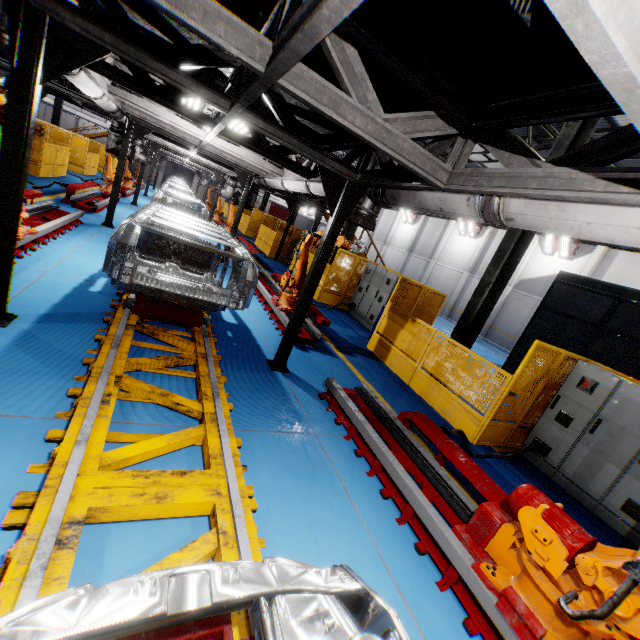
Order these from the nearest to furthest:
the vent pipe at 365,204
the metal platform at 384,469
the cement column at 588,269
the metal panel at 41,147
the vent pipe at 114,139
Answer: the metal platform at 384,469
the vent pipe at 365,204
the vent pipe at 114,139
the metal panel at 41,147
the cement column at 588,269

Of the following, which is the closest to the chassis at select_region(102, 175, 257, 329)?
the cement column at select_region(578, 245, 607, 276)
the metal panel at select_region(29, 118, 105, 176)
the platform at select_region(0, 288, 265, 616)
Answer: the platform at select_region(0, 288, 265, 616)

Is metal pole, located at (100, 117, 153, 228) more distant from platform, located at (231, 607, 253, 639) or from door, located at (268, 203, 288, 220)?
door, located at (268, 203, 288, 220)

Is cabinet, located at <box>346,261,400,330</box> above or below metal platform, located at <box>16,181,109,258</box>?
above

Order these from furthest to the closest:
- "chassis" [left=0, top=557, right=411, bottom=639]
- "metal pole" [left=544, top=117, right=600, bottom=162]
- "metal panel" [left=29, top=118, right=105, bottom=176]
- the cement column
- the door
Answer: the door → the cement column → "metal panel" [left=29, top=118, right=105, bottom=176] → "metal pole" [left=544, top=117, right=600, bottom=162] → "chassis" [left=0, top=557, right=411, bottom=639]

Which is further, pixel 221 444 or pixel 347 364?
pixel 347 364

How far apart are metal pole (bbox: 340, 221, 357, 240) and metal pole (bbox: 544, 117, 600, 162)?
6.17m

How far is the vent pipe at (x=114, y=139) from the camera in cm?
1044
